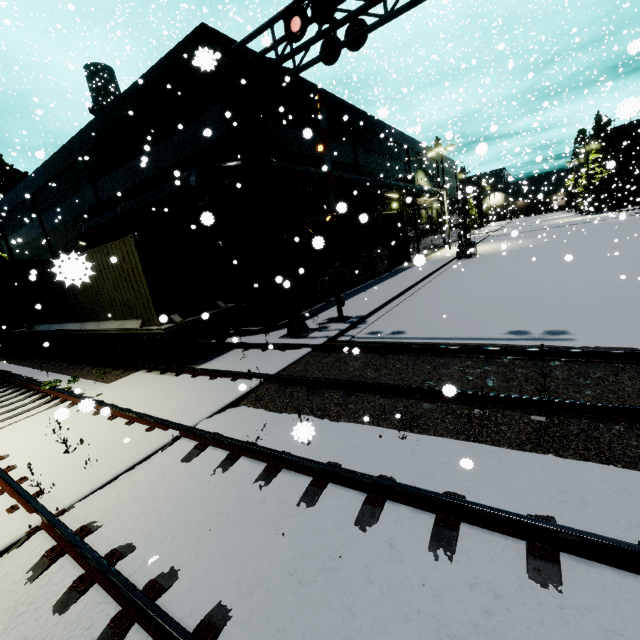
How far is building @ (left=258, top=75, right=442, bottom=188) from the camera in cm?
1436

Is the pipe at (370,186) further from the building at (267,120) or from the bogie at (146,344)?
the bogie at (146,344)

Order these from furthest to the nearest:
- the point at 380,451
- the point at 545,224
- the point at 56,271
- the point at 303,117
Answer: the point at 545,224
the point at 303,117
the point at 380,451
the point at 56,271

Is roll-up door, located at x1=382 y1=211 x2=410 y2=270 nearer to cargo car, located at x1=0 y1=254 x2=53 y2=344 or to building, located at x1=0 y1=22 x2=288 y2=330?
building, located at x1=0 y1=22 x2=288 y2=330

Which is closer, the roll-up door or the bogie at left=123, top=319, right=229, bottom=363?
the bogie at left=123, top=319, right=229, bottom=363

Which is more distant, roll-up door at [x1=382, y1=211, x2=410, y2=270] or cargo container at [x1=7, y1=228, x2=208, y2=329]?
roll-up door at [x1=382, y1=211, x2=410, y2=270]

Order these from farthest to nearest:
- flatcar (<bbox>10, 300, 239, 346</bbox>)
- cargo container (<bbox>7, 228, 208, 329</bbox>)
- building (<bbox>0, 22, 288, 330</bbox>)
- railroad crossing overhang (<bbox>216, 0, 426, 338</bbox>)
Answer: building (<bbox>0, 22, 288, 330</bbox>) → flatcar (<bbox>10, 300, 239, 346</bbox>) → cargo container (<bbox>7, 228, 208, 329</bbox>) → railroad crossing overhang (<bbox>216, 0, 426, 338</bbox>)

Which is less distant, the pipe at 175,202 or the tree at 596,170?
the pipe at 175,202
